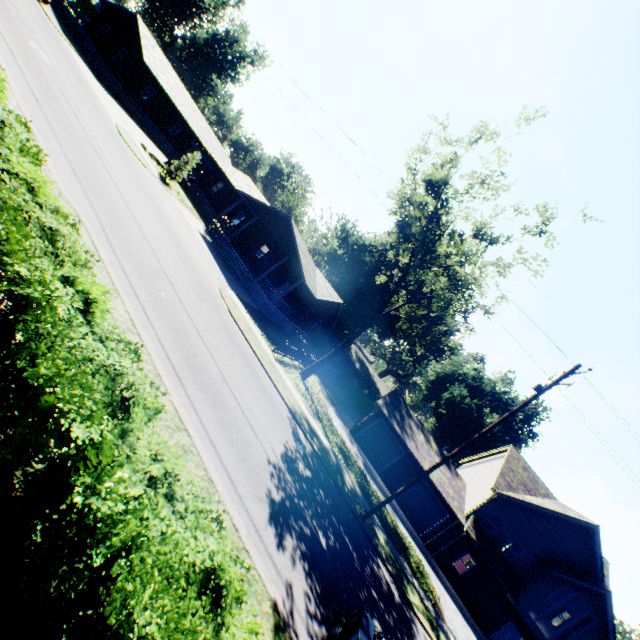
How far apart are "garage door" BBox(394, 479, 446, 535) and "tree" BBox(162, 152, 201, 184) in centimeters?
3209cm

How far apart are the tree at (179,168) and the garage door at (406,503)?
32.09m

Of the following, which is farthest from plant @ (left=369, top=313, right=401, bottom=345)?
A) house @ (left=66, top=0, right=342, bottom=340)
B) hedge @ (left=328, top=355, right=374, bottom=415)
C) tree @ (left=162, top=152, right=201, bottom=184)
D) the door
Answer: the door

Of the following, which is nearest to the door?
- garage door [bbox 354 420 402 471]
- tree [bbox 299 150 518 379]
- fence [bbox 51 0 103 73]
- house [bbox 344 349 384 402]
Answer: garage door [bbox 354 420 402 471]

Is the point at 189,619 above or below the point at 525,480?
below

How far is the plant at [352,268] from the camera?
46.4m

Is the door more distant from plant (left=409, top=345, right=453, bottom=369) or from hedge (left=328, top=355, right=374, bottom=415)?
plant (left=409, top=345, right=453, bottom=369)

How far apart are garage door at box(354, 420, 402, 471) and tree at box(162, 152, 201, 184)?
26.9m
